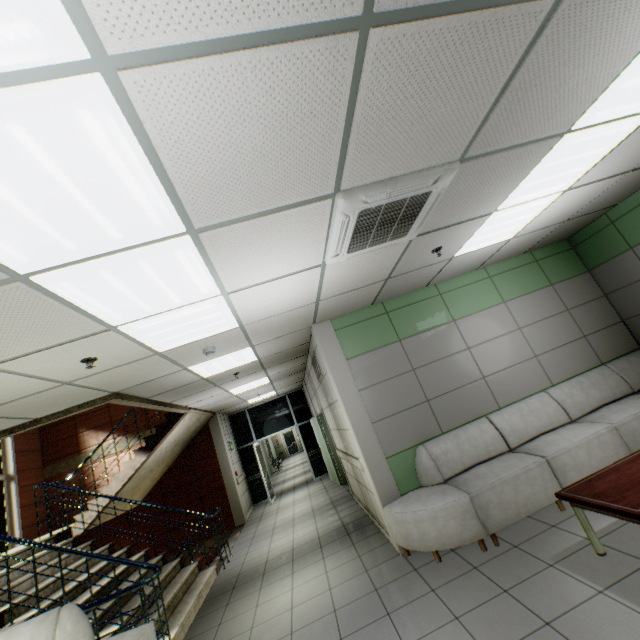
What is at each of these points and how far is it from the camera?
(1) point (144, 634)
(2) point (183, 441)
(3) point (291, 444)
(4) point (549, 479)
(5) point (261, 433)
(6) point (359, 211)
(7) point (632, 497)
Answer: (1) sofa, 3.4m
(2) stairs, 9.0m
(3) door, 26.9m
(4) sofa, 3.7m
(5) doorway, 11.9m
(6) air conditioning vent, 2.4m
(7) table, 2.5m

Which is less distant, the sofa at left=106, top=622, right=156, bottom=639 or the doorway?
the sofa at left=106, top=622, right=156, bottom=639

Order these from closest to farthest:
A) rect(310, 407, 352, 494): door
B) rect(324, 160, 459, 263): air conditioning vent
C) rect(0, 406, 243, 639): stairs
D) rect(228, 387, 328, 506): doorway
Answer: rect(324, 160, 459, 263): air conditioning vent
rect(0, 406, 243, 639): stairs
rect(310, 407, 352, 494): door
rect(228, 387, 328, 506): doorway

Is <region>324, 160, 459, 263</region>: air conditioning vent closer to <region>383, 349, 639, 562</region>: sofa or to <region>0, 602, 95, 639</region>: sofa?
<region>383, 349, 639, 562</region>: sofa

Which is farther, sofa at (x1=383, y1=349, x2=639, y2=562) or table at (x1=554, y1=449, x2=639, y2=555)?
sofa at (x1=383, y1=349, x2=639, y2=562)

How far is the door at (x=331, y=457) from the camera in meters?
8.1 m

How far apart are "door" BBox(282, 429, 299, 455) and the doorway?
16.0m

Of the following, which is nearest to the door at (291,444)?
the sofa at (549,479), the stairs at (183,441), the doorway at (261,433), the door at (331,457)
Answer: the doorway at (261,433)
